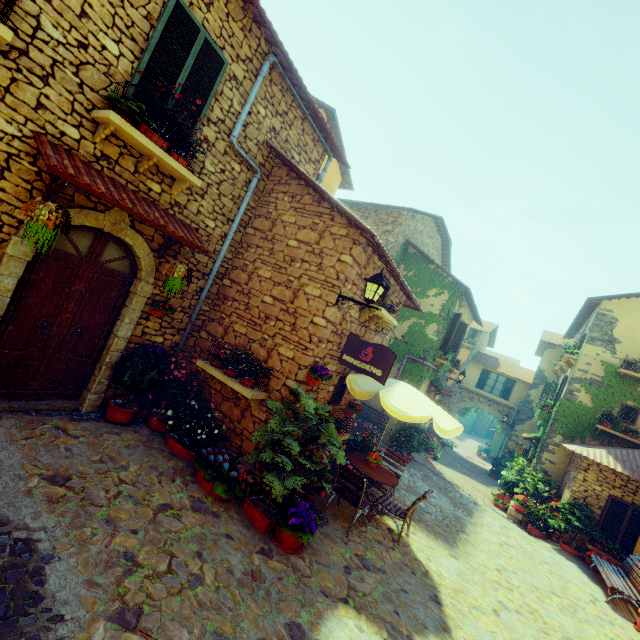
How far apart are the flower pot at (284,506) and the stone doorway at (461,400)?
20.7 meters

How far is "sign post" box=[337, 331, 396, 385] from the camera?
5.32m

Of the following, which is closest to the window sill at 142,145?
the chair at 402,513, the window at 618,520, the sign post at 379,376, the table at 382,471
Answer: the sign post at 379,376

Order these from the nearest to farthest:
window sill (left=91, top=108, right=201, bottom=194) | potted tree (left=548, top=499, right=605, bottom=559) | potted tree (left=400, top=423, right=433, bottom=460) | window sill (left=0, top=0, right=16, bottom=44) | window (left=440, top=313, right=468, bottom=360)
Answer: window sill (left=0, top=0, right=16, bottom=44) → window sill (left=91, top=108, right=201, bottom=194) → potted tree (left=548, top=499, right=605, bottom=559) → potted tree (left=400, top=423, right=433, bottom=460) → window (left=440, top=313, right=468, bottom=360)

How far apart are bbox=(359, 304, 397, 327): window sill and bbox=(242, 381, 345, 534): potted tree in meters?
2.7

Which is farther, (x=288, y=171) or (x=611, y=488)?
(x=611, y=488)

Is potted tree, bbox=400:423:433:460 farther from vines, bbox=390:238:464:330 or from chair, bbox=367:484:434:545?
chair, bbox=367:484:434:545

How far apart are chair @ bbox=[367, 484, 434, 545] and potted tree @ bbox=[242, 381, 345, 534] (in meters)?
2.47
